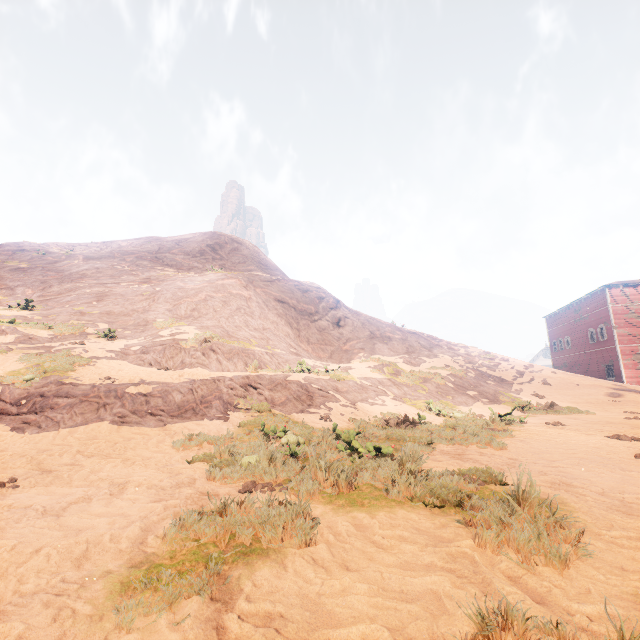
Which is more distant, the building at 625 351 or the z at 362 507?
the building at 625 351

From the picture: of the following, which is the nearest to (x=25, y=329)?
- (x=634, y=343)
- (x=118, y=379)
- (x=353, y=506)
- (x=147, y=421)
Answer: (x=118, y=379)

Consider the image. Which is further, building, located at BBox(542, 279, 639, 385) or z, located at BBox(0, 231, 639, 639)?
building, located at BBox(542, 279, 639, 385)
